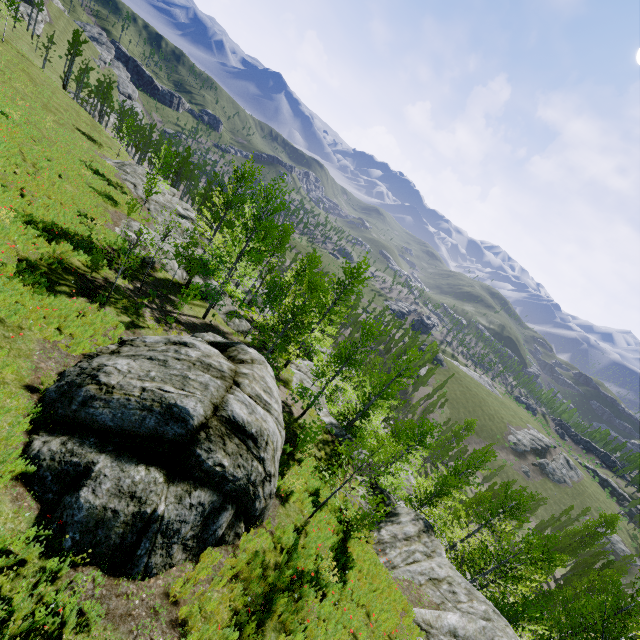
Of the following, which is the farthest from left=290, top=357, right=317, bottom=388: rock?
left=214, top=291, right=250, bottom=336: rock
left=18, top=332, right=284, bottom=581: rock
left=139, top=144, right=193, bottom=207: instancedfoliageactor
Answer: left=214, top=291, right=250, bottom=336: rock

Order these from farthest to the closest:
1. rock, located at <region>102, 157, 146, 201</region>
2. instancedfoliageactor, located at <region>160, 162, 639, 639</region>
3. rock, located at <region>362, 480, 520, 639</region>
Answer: rock, located at <region>102, 157, 146, 201</region> → instancedfoliageactor, located at <region>160, 162, 639, 639</region> → rock, located at <region>362, 480, 520, 639</region>

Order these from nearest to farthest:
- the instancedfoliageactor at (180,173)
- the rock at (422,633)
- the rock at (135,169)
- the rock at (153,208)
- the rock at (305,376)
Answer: the rock at (422,633) → the rock at (305,376) → the instancedfoliageactor at (180,173) → the rock at (153,208) → the rock at (135,169)

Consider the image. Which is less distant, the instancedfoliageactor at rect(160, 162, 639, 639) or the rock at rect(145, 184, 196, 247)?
the instancedfoliageactor at rect(160, 162, 639, 639)

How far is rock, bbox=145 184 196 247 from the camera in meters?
29.4

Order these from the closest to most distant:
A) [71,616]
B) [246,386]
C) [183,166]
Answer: [71,616], [246,386], [183,166]

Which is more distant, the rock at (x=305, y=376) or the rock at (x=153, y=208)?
the rock at (x=153, y=208)

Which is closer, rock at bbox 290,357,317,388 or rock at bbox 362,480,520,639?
rock at bbox 362,480,520,639
